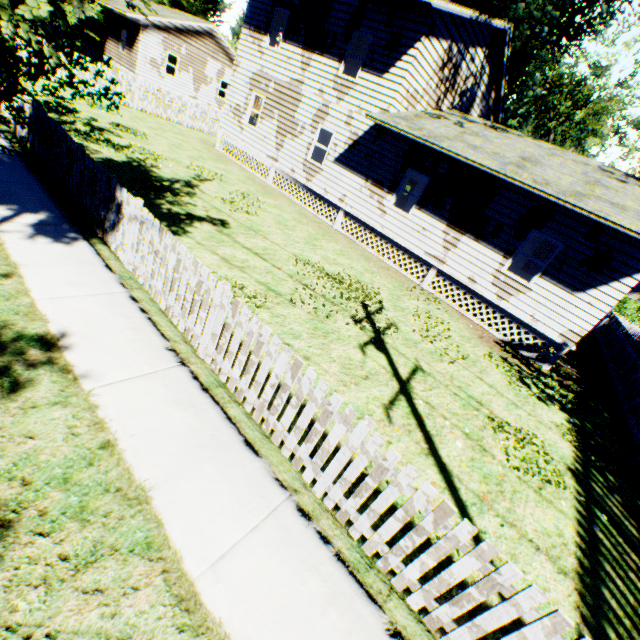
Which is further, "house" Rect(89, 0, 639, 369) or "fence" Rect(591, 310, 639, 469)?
"house" Rect(89, 0, 639, 369)

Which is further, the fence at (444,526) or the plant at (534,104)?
the plant at (534,104)

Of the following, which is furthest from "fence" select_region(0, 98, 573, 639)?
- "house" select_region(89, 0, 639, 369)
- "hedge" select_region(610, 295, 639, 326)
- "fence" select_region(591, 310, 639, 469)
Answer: "hedge" select_region(610, 295, 639, 326)

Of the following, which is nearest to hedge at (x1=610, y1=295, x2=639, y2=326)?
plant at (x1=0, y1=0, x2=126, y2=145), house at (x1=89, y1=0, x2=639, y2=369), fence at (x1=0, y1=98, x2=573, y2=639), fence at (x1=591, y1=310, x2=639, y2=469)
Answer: fence at (x1=591, y1=310, x2=639, y2=469)

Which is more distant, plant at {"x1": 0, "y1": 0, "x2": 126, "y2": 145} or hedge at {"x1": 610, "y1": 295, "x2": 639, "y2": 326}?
hedge at {"x1": 610, "y1": 295, "x2": 639, "y2": 326}

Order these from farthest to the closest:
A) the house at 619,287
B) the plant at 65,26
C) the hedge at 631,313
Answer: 1. the hedge at 631,313
2. the house at 619,287
3. the plant at 65,26

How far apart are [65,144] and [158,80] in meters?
26.4 m

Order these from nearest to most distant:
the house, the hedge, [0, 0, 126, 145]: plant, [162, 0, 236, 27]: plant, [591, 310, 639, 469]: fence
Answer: [0, 0, 126, 145]: plant → [591, 310, 639, 469]: fence → the house → [162, 0, 236, 27]: plant → the hedge
